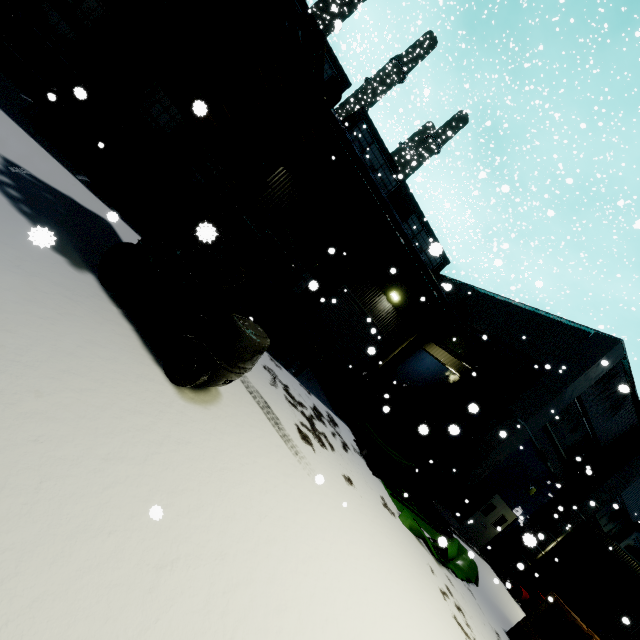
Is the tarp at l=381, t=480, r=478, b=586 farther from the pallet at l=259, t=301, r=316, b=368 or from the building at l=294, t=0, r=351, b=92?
the pallet at l=259, t=301, r=316, b=368

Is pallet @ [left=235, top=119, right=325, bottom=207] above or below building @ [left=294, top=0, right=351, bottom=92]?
below

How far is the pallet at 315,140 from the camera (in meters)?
5.57

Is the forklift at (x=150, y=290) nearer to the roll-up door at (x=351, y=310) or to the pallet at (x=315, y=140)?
the pallet at (x=315, y=140)

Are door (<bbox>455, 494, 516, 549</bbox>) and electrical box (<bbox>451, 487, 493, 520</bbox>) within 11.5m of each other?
yes

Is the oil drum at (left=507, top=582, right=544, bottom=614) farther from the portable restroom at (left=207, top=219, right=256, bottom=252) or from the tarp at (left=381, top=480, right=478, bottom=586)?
the portable restroom at (left=207, top=219, right=256, bottom=252)

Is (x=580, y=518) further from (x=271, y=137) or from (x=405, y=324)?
(x=271, y=137)

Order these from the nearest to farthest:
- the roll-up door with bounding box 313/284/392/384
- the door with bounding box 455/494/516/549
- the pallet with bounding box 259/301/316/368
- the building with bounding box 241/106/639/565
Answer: the pallet with bounding box 259/301/316/368, the building with bounding box 241/106/639/565, the door with bounding box 455/494/516/549, the roll-up door with bounding box 313/284/392/384
